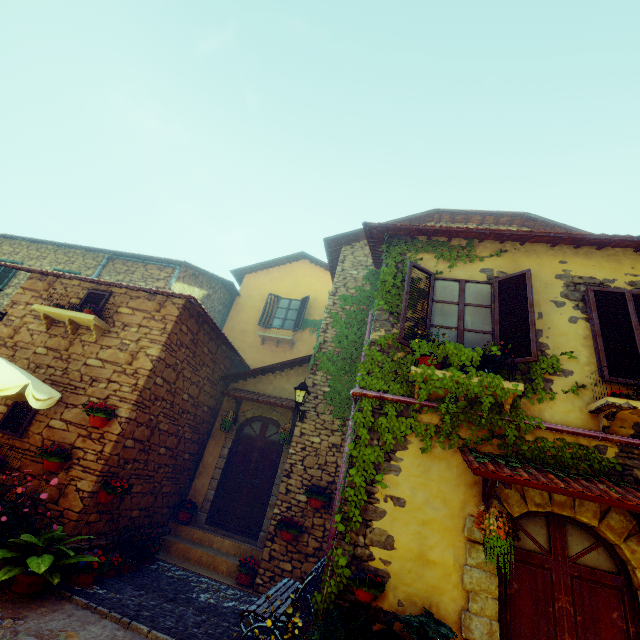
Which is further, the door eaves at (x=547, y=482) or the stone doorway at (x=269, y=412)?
the stone doorway at (x=269, y=412)

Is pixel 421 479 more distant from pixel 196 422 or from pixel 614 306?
pixel 196 422

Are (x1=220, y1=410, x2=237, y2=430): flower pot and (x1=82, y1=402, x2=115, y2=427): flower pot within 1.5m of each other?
no

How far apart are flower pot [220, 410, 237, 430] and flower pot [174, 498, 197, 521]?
1.9m

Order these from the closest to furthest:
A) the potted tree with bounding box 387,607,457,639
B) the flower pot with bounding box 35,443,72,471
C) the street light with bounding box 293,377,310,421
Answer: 1. the potted tree with bounding box 387,607,457,639
2. the flower pot with bounding box 35,443,72,471
3. the street light with bounding box 293,377,310,421

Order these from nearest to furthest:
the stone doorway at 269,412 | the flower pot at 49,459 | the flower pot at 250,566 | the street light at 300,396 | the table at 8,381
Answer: the table at 8,381 < the flower pot at 49,459 < the flower pot at 250,566 < the street light at 300,396 < the stone doorway at 269,412

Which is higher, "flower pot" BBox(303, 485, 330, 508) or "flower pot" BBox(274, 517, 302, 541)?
"flower pot" BBox(303, 485, 330, 508)

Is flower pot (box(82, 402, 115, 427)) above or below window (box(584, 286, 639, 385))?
below
